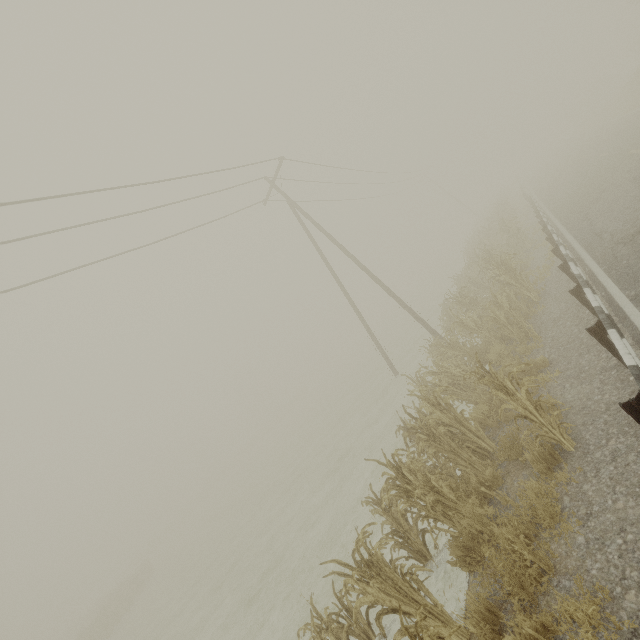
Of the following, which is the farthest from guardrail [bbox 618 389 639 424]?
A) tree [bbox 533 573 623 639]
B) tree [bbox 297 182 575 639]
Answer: tree [bbox 297 182 575 639]

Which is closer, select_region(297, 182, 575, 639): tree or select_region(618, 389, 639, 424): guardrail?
select_region(618, 389, 639, 424): guardrail

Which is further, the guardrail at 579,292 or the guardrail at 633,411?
the guardrail at 579,292

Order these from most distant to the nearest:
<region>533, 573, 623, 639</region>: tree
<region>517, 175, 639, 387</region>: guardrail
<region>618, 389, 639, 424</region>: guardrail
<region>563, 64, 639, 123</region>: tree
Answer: <region>563, 64, 639, 123</region>: tree
<region>517, 175, 639, 387</region>: guardrail
<region>618, 389, 639, 424</region>: guardrail
<region>533, 573, 623, 639</region>: tree

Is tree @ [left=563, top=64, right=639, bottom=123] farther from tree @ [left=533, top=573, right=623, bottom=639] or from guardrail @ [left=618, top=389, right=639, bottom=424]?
tree @ [left=533, top=573, right=623, bottom=639]

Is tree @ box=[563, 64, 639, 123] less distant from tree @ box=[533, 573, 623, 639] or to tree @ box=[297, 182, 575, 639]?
tree @ box=[533, 573, 623, 639]

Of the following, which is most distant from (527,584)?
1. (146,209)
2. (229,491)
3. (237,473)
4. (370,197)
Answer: (237,473)

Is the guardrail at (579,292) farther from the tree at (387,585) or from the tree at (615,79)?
the tree at (387,585)
